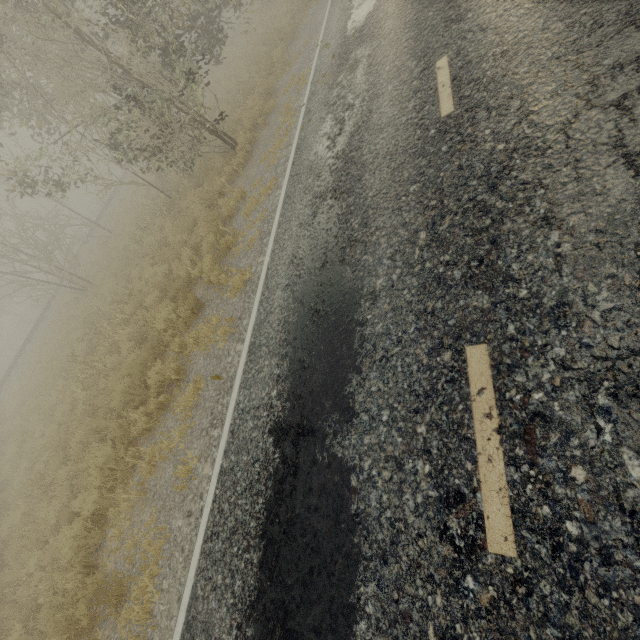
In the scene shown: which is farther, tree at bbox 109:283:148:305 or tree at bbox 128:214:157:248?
tree at bbox 128:214:157:248

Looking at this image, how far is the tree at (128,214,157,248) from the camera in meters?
13.5

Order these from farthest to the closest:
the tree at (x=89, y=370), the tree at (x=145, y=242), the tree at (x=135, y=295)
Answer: the tree at (x=145, y=242)
the tree at (x=135, y=295)
the tree at (x=89, y=370)

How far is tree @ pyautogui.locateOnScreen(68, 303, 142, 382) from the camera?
9.6 meters

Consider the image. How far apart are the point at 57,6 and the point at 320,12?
9.14m

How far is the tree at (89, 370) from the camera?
9.6 meters

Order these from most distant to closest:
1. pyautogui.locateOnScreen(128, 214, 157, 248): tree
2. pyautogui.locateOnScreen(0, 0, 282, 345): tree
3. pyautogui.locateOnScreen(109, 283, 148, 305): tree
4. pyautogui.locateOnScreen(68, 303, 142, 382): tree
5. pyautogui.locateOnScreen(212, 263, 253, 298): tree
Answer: pyautogui.locateOnScreen(128, 214, 157, 248): tree, pyautogui.locateOnScreen(109, 283, 148, 305): tree, pyautogui.locateOnScreen(68, 303, 142, 382): tree, pyautogui.locateOnScreen(0, 0, 282, 345): tree, pyautogui.locateOnScreen(212, 263, 253, 298): tree
